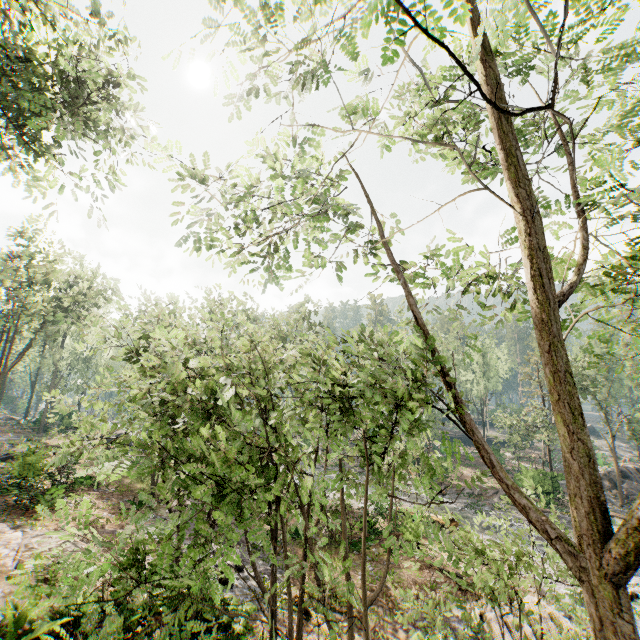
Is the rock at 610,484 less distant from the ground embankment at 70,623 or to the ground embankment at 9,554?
the ground embankment at 9,554

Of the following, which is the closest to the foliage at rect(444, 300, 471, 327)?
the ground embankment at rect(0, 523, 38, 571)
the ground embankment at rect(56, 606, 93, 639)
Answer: the ground embankment at rect(56, 606, 93, 639)

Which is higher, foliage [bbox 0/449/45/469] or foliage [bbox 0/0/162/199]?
foliage [bbox 0/0/162/199]

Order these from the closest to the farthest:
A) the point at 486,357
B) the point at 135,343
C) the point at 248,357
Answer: the point at 135,343, the point at 248,357, the point at 486,357

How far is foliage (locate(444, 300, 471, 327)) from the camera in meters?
7.6 m

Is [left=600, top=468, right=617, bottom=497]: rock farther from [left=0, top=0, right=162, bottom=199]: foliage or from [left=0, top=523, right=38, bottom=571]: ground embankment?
[left=0, top=523, right=38, bottom=571]: ground embankment

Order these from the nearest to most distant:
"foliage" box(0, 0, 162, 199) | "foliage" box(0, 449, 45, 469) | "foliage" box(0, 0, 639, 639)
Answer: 1. "foliage" box(0, 0, 639, 639)
2. "foliage" box(0, 0, 162, 199)
3. "foliage" box(0, 449, 45, 469)

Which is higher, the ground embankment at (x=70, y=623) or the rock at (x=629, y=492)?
the ground embankment at (x=70, y=623)
